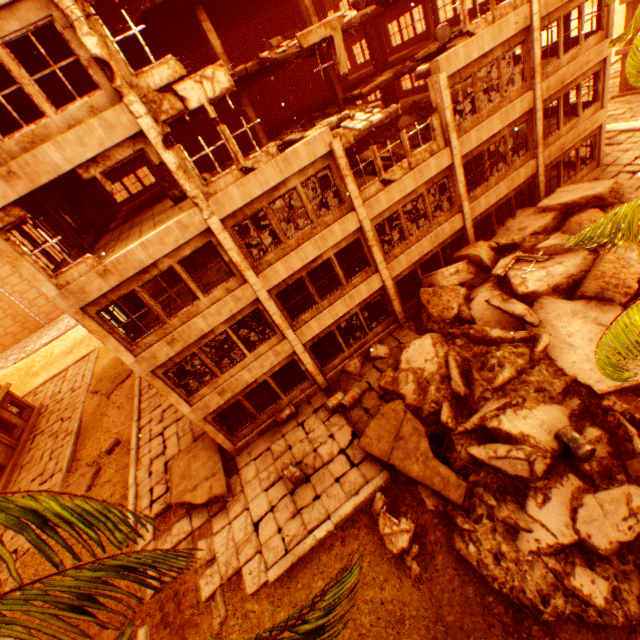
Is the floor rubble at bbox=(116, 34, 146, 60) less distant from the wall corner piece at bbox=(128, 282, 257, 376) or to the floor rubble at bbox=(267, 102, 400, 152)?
the floor rubble at bbox=(267, 102, 400, 152)

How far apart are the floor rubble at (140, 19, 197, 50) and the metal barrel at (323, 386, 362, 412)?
16.32m

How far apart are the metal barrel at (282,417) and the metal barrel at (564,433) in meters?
9.3 m

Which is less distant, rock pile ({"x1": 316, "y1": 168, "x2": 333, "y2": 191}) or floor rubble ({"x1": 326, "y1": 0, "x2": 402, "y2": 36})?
floor rubble ({"x1": 326, "y1": 0, "x2": 402, "y2": 36})

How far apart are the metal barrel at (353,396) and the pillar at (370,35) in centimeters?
1999cm

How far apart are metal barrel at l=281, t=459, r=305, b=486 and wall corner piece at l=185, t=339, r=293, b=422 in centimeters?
329cm

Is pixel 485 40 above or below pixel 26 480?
above

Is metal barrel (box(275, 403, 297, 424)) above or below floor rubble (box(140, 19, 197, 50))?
below
